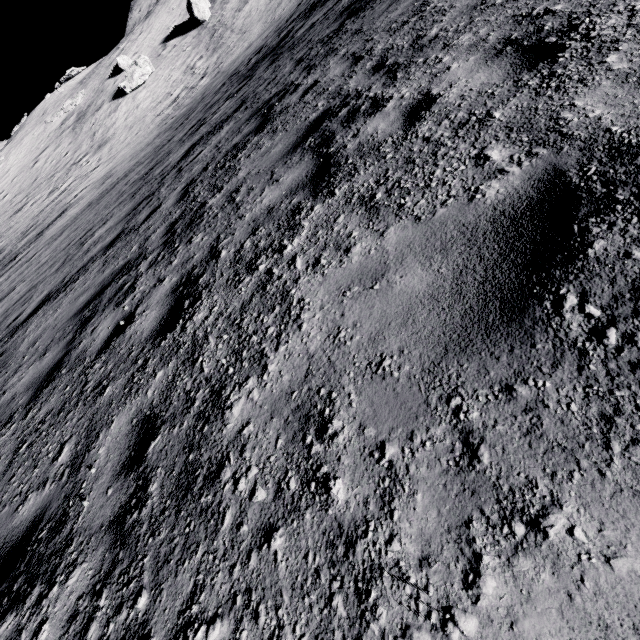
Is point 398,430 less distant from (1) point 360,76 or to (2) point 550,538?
(2) point 550,538

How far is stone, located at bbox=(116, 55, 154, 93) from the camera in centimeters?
2905cm

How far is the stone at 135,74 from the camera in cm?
2905

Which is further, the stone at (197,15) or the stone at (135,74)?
the stone at (197,15)

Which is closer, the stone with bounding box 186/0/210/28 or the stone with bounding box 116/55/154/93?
the stone with bounding box 116/55/154/93
